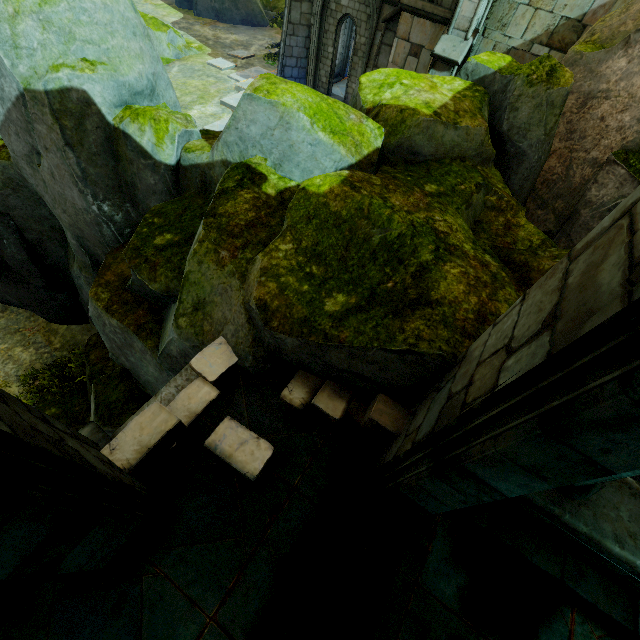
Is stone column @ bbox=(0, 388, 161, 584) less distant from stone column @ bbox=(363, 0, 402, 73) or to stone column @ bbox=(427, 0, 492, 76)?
stone column @ bbox=(427, 0, 492, 76)

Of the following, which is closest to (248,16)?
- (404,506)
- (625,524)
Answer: (404,506)

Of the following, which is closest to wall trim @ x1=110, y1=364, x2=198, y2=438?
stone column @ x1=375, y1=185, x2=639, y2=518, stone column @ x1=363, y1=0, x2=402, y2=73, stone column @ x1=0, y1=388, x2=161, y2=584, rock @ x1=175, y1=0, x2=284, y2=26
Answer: stone column @ x1=0, y1=388, x2=161, y2=584

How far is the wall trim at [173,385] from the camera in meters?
3.2 m

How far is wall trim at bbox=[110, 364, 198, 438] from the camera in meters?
3.2

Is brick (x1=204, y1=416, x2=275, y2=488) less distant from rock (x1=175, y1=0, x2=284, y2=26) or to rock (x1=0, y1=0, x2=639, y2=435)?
rock (x1=0, y1=0, x2=639, y2=435)

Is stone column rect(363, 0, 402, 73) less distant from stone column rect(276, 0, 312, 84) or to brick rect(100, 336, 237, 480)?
stone column rect(276, 0, 312, 84)

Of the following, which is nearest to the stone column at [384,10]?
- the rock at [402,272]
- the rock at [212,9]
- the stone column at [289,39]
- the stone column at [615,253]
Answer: the rock at [402,272]
